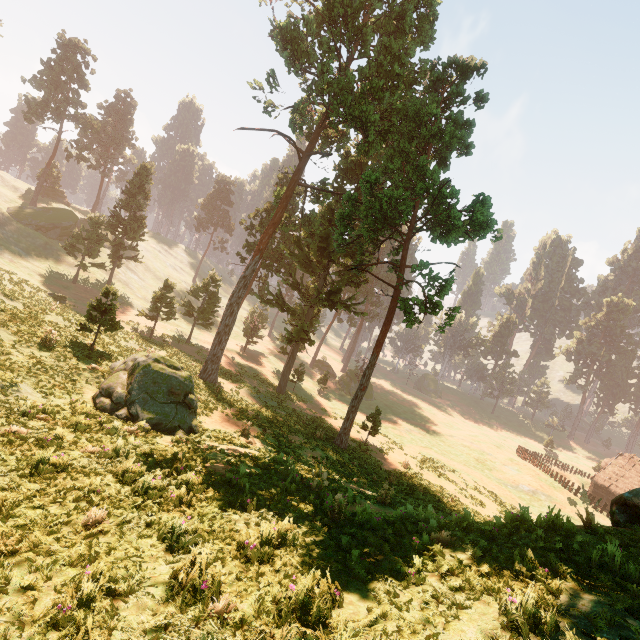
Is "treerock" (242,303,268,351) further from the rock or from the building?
the rock

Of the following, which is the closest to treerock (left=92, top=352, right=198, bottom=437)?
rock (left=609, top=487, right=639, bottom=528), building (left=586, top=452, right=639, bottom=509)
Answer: building (left=586, top=452, right=639, bottom=509)

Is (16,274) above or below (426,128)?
below

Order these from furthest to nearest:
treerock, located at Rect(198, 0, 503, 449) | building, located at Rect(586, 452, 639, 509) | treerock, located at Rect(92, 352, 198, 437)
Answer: building, located at Rect(586, 452, 639, 509) → treerock, located at Rect(198, 0, 503, 449) → treerock, located at Rect(92, 352, 198, 437)

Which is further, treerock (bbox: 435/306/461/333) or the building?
the building

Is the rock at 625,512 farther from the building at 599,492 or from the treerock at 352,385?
the building at 599,492
